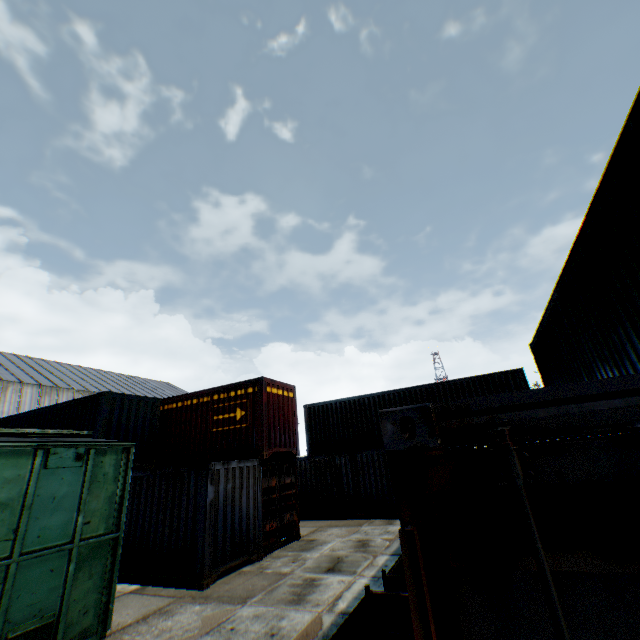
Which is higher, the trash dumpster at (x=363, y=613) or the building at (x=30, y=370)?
the building at (x=30, y=370)

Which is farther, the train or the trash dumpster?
the train

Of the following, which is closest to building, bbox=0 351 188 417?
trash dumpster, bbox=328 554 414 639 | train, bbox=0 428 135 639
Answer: train, bbox=0 428 135 639

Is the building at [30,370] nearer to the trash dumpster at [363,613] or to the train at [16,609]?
the train at [16,609]

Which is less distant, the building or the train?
the train

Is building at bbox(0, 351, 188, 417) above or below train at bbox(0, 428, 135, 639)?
above

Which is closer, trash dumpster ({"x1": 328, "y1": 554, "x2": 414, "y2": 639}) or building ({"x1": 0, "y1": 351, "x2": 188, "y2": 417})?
trash dumpster ({"x1": 328, "y1": 554, "x2": 414, "y2": 639})

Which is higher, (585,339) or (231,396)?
(231,396)
